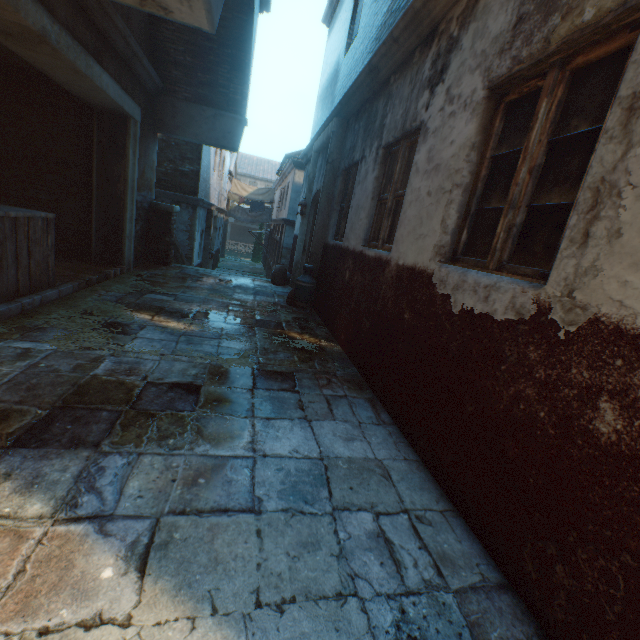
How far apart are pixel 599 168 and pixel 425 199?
1.58m

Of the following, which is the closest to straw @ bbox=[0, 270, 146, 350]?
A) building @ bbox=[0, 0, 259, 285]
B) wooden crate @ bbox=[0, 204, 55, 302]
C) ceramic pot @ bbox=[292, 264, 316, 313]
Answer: wooden crate @ bbox=[0, 204, 55, 302]

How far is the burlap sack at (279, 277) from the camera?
8.7 meters

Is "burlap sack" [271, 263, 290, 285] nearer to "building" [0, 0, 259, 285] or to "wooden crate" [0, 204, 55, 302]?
"building" [0, 0, 259, 285]

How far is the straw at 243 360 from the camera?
3.45m

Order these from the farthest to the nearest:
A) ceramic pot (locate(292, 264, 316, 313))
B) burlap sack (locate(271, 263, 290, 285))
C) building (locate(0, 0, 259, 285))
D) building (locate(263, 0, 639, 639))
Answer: burlap sack (locate(271, 263, 290, 285)), ceramic pot (locate(292, 264, 316, 313)), building (locate(0, 0, 259, 285)), building (locate(263, 0, 639, 639))

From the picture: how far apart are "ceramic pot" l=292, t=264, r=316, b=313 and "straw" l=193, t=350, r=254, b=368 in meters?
2.1 m

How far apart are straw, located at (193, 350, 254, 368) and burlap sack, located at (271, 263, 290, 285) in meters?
2.1
